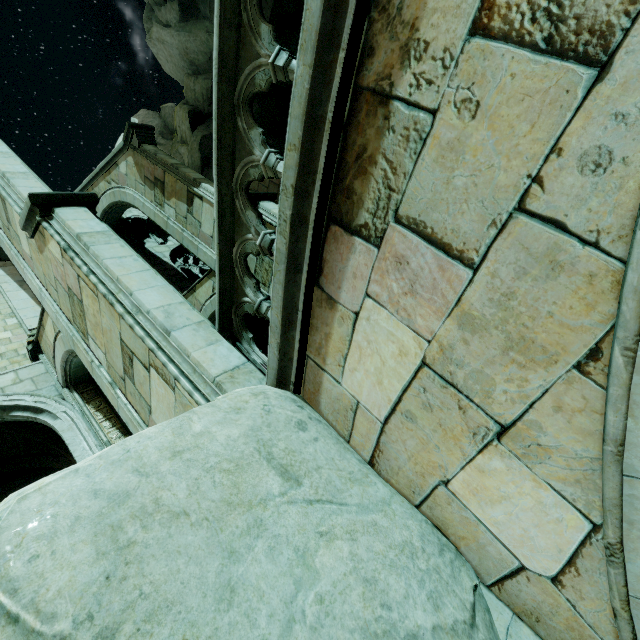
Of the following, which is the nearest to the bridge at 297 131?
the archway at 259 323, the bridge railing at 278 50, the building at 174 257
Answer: Answer: the bridge railing at 278 50

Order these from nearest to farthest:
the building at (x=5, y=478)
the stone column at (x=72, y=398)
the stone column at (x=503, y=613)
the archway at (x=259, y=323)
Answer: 1. the stone column at (x=503, y=613)
2. the stone column at (x=72, y=398)
3. the building at (x=5, y=478)
4. the archway at (x=259, y=323)

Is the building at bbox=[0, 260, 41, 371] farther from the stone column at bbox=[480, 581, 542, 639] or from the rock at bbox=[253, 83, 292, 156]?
the stone column at bbox=[480, 581, 542, 639]

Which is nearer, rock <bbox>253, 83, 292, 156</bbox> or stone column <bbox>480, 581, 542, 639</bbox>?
stone column <bbox>480, 581, 542, 639</bbox>

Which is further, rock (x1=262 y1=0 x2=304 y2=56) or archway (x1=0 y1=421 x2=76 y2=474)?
rock (x1=262 y1=0 x2=304 y2=56)

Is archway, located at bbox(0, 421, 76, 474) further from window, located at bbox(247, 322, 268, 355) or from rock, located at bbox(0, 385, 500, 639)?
window, located at bbox(247, 322, 268, 355)

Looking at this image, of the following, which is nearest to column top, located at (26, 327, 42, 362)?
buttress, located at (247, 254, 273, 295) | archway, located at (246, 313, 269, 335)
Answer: buttress, located at (247, 254, 273, 295)

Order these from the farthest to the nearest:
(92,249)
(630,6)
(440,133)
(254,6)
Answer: (92,249), (254,6), (440,133), (630,6)
